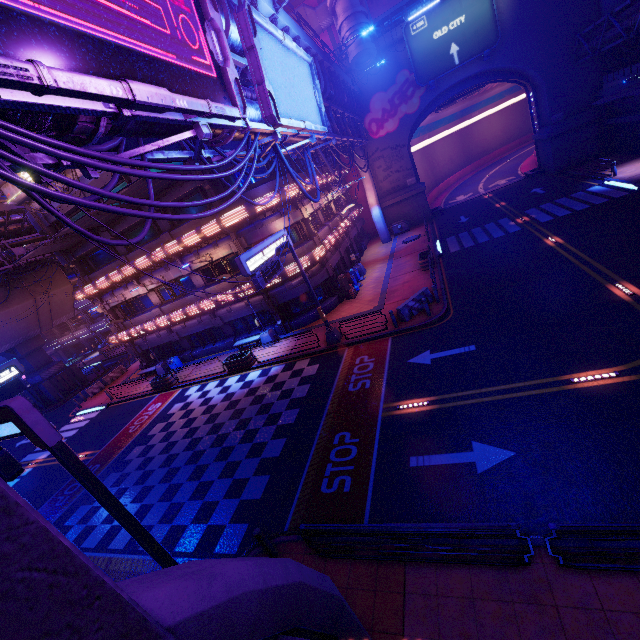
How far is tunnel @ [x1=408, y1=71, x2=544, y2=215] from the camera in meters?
34.5 m

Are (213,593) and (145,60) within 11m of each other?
yes

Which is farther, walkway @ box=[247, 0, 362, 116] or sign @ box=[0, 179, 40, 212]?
sign @ box=[0, 179, 40, 212]

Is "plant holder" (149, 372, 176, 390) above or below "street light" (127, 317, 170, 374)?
below

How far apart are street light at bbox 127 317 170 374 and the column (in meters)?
45.38

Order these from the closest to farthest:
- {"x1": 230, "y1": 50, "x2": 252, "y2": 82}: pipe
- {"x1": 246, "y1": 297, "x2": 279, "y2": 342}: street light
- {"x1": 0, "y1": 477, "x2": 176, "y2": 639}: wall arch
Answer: {"x1": 0, "y1": 477, "x2": 176, "y2": 639}: wall arch, {"x1": 230, "y1": 50, "x2": 252, "y2": 82}: pipe, {"x1": 246, "y1": 297, "x2": 279, "y2": 342}: street light

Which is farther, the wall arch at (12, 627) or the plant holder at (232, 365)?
the plant holder at (232, 365)

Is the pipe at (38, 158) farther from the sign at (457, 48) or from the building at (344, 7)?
the sign at (457, 48)
